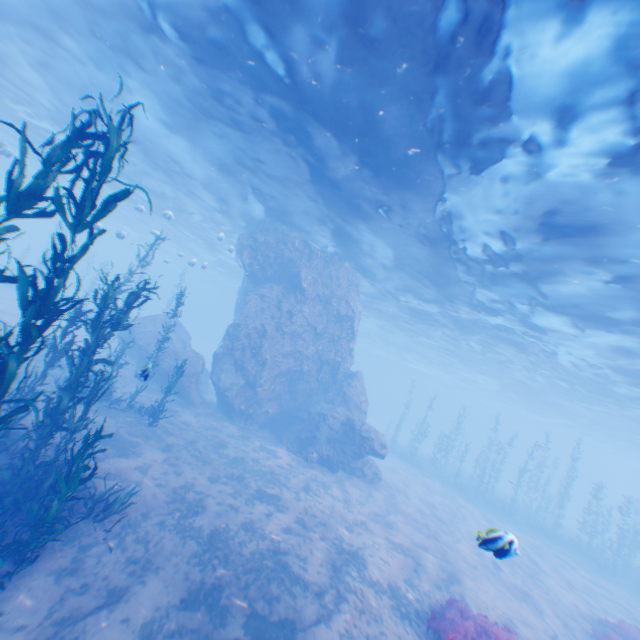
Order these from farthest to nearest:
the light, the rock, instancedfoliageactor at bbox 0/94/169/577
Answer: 1. the rock
2. the light
3. instancedfoliageactor at bbox 0/94/169/577

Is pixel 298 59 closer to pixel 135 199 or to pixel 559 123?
pixel 559 123

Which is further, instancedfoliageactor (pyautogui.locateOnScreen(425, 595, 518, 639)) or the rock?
the rock

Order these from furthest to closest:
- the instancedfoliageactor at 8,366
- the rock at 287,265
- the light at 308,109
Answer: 1. the rock at 287,265
2. the light at 308,109
3. the instancedfoliageactor at 8,366

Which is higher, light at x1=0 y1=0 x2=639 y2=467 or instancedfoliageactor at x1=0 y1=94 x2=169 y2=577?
light at x1=0 y1=0 x2=639 y2=467

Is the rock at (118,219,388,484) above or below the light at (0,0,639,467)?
below

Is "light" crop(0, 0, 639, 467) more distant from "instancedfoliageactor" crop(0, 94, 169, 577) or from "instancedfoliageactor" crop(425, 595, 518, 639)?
"instancedfoliageactor" crop(425, 595, 518, 639)

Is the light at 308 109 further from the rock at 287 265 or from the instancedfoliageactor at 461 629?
the instancedfoliageactor at 461 629
